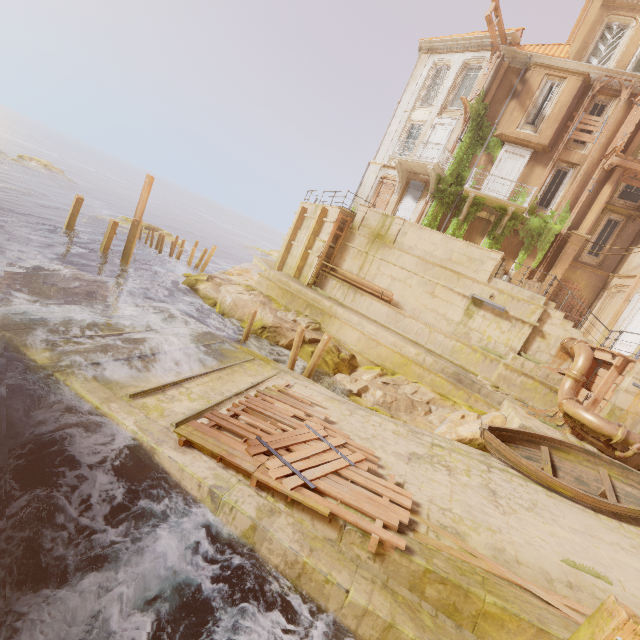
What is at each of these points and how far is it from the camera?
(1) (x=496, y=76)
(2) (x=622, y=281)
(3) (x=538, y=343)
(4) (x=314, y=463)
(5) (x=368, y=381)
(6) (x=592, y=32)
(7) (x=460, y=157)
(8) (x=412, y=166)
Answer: (1) column, 19.5 meters
(2) column, 18.3 meters
(3) stairs, 14.5 meters
(4) wood, 7.2 meters
(5) rock, 14.8 meters
(6) window, 17.9 meters
(7) plant, 20.3 meters
(8) balcony, 21.1 meters

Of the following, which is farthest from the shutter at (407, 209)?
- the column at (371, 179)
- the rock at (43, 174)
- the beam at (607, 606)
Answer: the rock at (43, 174)

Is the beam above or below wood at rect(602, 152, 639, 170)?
below

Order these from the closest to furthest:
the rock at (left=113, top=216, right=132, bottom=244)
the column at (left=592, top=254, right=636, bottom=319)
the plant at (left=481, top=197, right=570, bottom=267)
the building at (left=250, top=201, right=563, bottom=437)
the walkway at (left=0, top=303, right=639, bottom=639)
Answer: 1. the walkway at (left=0, top=303, right=639, bottom=639)
2. the building at (left=250, top=201, right=563, bottom=437)
3. the column at (left=592, top=254, right=636, bottom=319)
4. the plant at (left=481, top=197, right=570, bottom=267)
5. the rock at (left=113, top=216, right=132, bottom=244)

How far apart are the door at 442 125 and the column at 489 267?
9.0 meters

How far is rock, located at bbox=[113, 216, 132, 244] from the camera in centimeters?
2621cm

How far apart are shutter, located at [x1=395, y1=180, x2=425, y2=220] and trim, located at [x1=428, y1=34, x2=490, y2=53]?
8.2 meters

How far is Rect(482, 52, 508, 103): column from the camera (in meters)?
19.30
